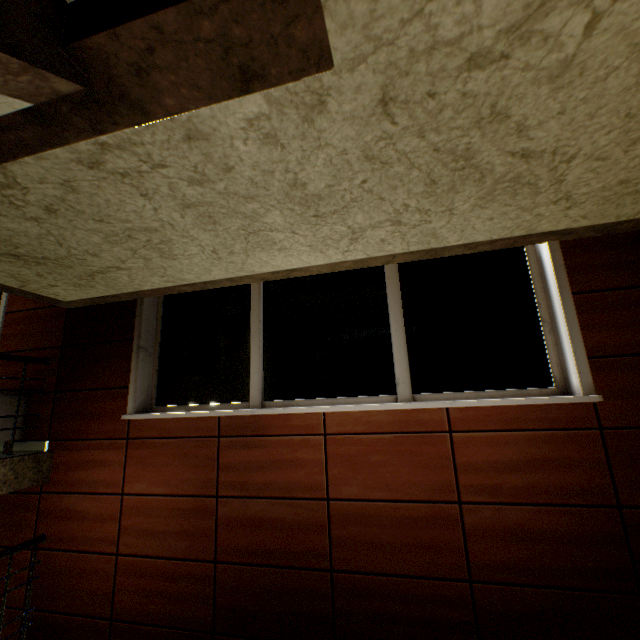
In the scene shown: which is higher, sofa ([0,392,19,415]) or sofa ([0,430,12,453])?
sofa ([0,392,19,415])

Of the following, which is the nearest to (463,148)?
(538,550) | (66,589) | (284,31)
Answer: (284,31)

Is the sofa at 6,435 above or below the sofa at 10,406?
below

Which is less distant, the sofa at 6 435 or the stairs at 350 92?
the stairs at 350 92

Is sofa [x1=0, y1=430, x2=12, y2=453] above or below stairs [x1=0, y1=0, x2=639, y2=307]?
below

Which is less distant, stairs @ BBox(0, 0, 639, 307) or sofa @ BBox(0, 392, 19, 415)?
stairs @ BBox(0, 0, 639, 307)
